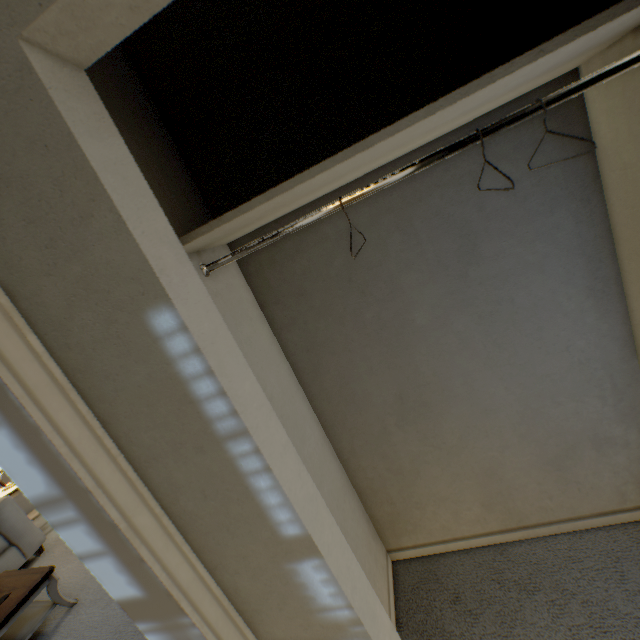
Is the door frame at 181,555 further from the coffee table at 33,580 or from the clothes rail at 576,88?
the coffee table at 33,580

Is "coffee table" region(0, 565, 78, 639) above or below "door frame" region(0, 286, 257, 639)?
below

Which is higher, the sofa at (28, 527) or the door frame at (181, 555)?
the door frame at (181, 555)

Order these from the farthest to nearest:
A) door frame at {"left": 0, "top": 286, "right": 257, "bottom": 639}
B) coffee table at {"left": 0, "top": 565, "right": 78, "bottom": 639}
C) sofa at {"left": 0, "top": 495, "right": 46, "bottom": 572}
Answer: sofa at {"left": 0, "top": 495, "right": 46, "bottom": 572} < coffee table at {"left": 0, "top": 565, "right": 78, "bottom": 639} < door frame at {"left": 0, "top": 286, "right": 257, "bottom": 639}

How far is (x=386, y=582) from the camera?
1.5m

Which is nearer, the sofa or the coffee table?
the coffee table

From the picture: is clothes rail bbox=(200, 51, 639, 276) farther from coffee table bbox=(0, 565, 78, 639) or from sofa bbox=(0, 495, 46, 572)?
sofa bbox=(0, 495, 46, 572)

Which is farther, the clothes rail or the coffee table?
the coffee table
